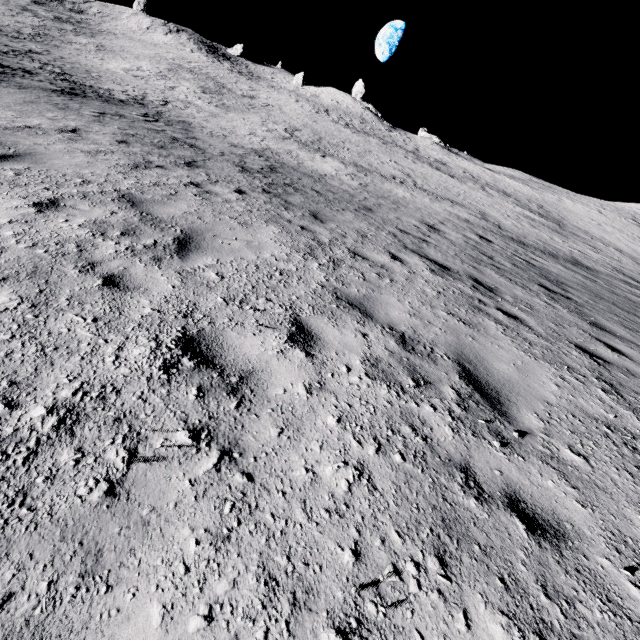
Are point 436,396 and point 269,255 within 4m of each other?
yes
